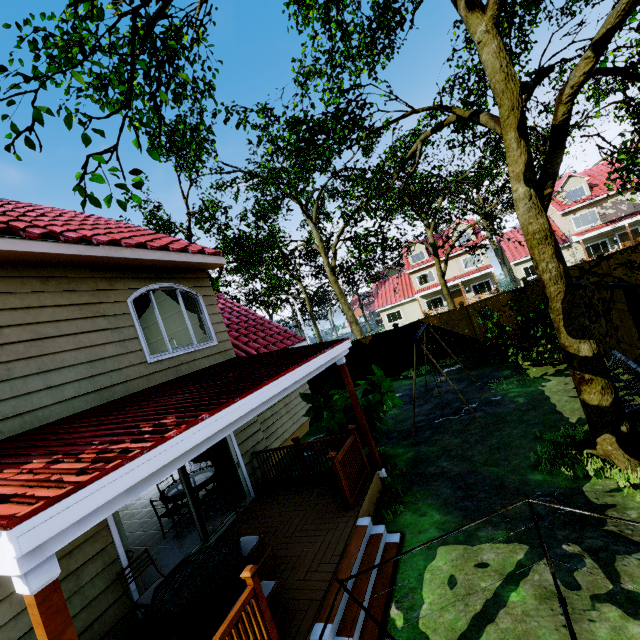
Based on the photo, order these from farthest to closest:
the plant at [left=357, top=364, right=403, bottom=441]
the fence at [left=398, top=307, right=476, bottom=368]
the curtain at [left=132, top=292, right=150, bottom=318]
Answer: the fence at [left=398, top=307, right=476, bottom=368], the plant at [left=357, top=364, right=403, bottom=441], the curtain at [left=132, top=292, right=150, bottom=318]

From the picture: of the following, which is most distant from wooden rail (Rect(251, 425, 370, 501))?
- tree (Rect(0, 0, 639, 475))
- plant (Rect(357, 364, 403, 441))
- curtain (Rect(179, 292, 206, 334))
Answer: tree (Rect(0, 0, 639, 475))

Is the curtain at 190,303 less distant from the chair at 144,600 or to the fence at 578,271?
the chair at 144,600

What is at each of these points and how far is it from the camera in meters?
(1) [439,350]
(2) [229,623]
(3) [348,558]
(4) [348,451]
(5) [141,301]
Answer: (1) fence, 15.0
(2) wooden rail, 3.0
(3) stairs, 4.6
(4) wooden rail, 6.3
(5) curtain, 6.8

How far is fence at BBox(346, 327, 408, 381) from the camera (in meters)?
15.78

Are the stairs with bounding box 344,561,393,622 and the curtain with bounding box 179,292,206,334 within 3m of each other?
no

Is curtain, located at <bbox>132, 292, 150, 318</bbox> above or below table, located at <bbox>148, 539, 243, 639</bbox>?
above

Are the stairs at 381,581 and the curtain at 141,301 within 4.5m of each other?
no
